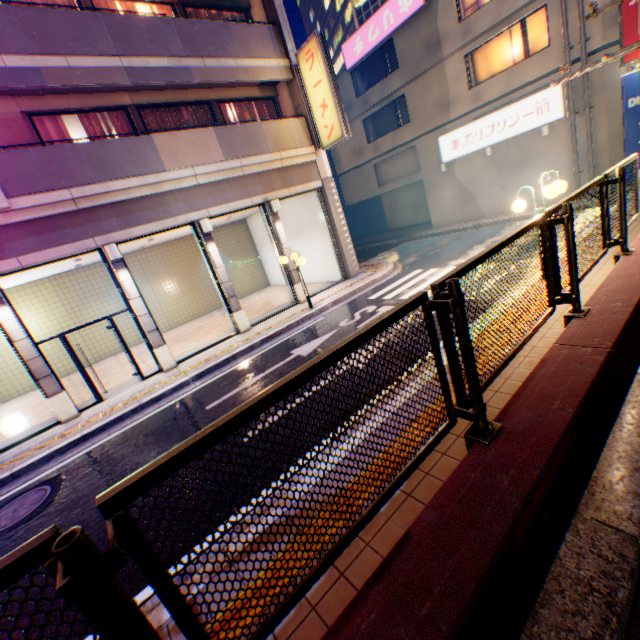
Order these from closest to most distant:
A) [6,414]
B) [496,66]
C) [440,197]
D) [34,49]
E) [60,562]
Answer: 1. [60,562]
2. [34,49]
3. [6,414]
4. [496,66]
5. [440,197]

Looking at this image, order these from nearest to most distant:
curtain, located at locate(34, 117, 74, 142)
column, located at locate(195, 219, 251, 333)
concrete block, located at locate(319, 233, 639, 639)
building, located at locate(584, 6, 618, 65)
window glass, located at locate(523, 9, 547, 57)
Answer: concrete block, located at locate(319, 233, 639, 639) < curtain, located at locate(34, 117, 74, 142) < column, located at locate(195, 219, 251, 333) < building, located at locate(584, 6, 618, 65) < window glass, located at locate(523, 9, 547, 57)

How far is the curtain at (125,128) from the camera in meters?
10.5

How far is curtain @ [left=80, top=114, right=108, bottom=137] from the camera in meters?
10.1

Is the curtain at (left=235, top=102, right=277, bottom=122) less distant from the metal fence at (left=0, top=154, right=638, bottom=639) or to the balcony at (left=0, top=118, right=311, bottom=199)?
the balcony at (left=0, top=118, right=311, bottom=199)

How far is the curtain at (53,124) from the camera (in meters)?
9.45

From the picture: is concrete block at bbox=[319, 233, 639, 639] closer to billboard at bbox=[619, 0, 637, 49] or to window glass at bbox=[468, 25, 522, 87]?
billboard at bbox=[619, 0, 637, 49]

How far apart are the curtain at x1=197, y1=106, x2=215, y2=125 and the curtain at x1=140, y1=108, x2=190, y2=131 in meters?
0.3 m
